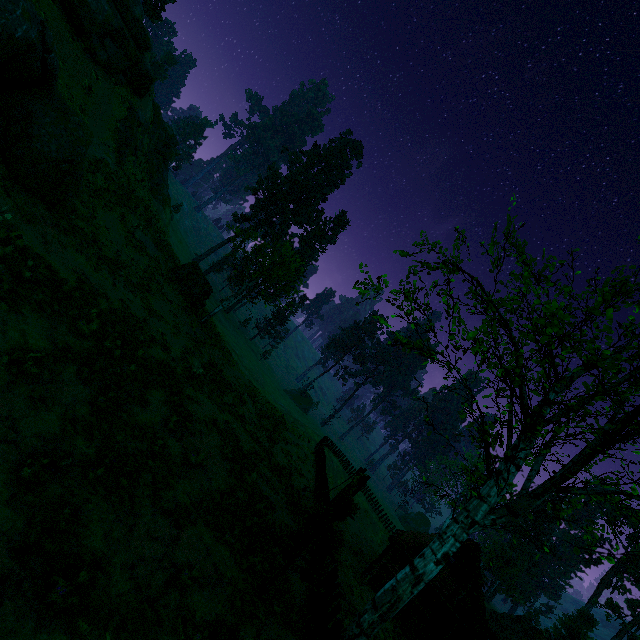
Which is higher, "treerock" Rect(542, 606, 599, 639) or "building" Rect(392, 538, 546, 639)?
"treerock" Rect(542, 606, 599, 639)

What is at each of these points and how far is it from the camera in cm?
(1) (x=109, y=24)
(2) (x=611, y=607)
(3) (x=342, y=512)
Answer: (1) rock, 1944
(2) treerock, 4403
(3) treerock, 966

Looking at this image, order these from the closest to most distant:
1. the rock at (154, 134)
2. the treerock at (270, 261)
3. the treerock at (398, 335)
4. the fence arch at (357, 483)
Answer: the treerock at (398, 335) → the fence arch at (357, 483) → the rock at (154, 134) → the treerock at (270, 261)

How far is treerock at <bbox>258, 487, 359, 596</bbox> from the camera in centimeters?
874cm

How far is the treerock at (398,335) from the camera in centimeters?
933cm

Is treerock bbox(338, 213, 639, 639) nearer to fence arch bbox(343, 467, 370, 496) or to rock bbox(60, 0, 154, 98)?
rock bbox(60, 0, 154, 98)

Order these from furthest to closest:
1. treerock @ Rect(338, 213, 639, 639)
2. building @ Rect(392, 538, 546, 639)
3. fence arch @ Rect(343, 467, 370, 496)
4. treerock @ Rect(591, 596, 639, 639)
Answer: treerock @ Rect(591, 596, 639, 639), building @ Rect(392, 538, 546, 639), fence arch @ Rect(343, 467, 370, 496), treerock @ Rect(338, 213, 639, 639)
